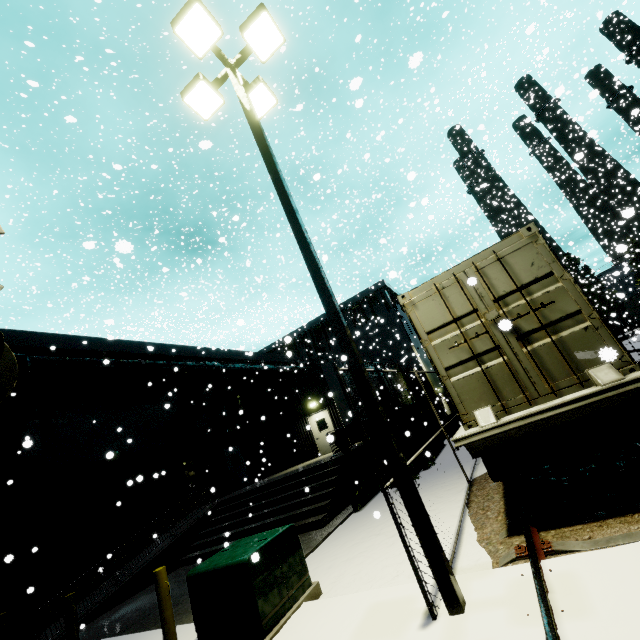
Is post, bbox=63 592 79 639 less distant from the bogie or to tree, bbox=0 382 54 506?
tree, bbox=0 382 54 506

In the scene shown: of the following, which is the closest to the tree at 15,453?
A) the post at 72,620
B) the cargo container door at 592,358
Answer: the post at 72,620

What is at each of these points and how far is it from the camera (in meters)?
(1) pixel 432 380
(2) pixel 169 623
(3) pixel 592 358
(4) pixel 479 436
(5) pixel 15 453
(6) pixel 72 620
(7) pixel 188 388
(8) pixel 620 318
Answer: (1) building, 36.66
(2) post, 5.37
(3) cargo container door, 4.76
(4) flatcar, 4.92
(5) tree, 12.11
(6) post, 6.60
(7) tree, 19.72
(8) coal car, 53.72

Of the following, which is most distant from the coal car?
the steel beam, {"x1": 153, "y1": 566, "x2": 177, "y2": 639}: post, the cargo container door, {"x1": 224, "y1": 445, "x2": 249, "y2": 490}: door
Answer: {"x1": 153, "y1": 566, "x2": 177, "y2": 639}: post

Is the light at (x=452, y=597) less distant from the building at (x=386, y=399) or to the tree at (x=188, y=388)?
the building at (x=386, y=399)

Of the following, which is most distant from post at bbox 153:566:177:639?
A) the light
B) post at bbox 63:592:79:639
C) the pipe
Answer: the light

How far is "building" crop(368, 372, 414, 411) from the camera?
24.6m

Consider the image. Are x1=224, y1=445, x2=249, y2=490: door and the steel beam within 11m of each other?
no
